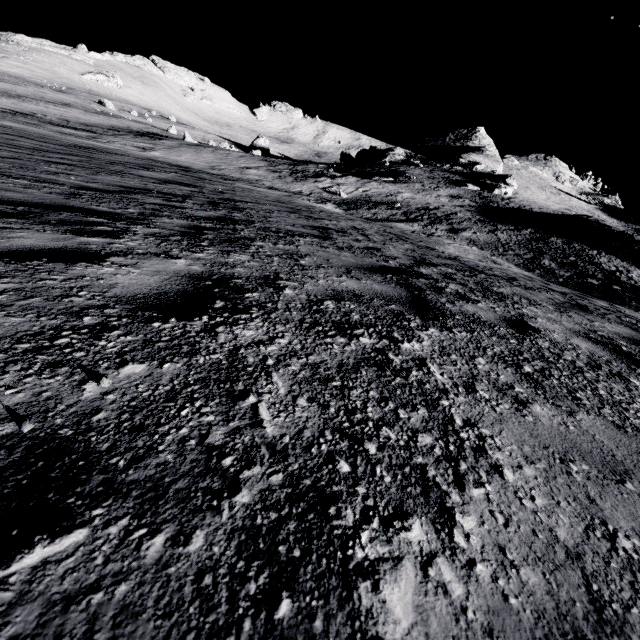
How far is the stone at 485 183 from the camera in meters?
42.3 m

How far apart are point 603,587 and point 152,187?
9.5 meters

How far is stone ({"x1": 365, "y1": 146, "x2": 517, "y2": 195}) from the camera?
42.3m
